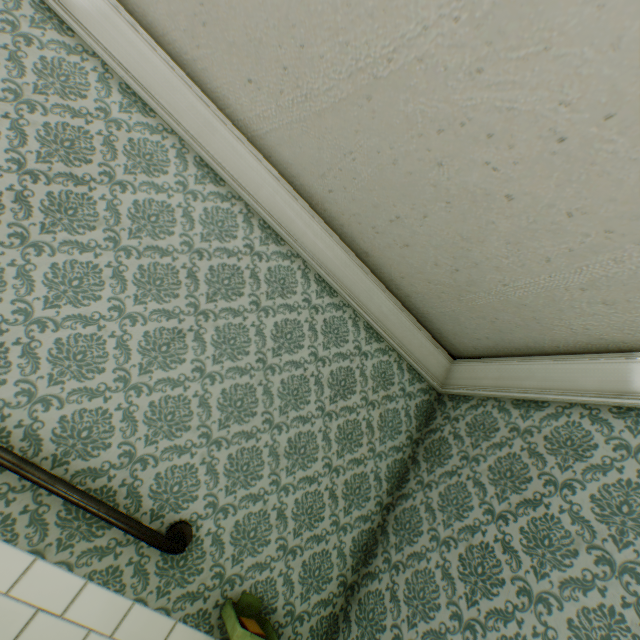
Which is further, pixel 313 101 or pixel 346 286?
pixel 346 286

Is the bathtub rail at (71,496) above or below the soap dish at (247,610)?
above

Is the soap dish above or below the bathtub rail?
below
